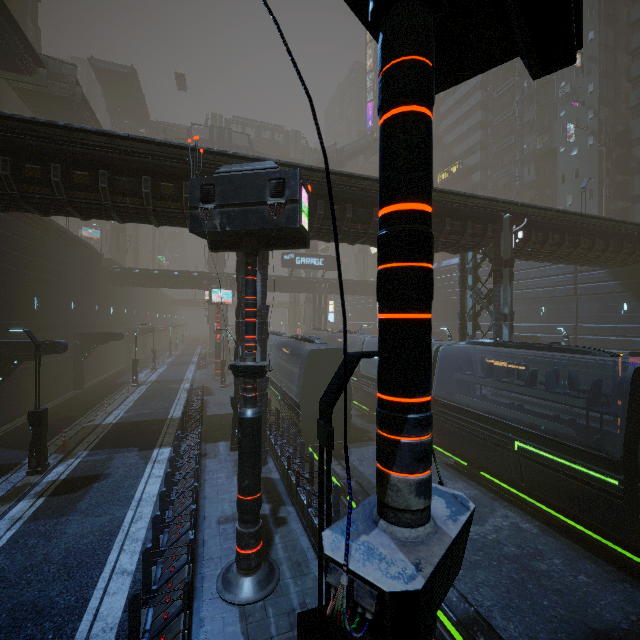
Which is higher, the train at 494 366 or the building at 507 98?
the building at 507 98

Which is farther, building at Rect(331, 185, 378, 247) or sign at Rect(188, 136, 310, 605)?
building at Rect(331, 185, 378, 247)

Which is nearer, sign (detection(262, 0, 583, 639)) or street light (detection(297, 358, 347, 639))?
sign (detection(262, 0, 583, 639))

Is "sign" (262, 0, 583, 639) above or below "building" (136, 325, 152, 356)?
above

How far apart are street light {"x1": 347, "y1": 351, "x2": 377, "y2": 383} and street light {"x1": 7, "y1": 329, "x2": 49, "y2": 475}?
13.3 meters

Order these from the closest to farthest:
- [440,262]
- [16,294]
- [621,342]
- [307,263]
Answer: [16,294], [621,342], [307,263], [440,262]

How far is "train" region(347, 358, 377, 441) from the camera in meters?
16.1

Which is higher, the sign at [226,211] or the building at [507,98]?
the building at [507,98]
